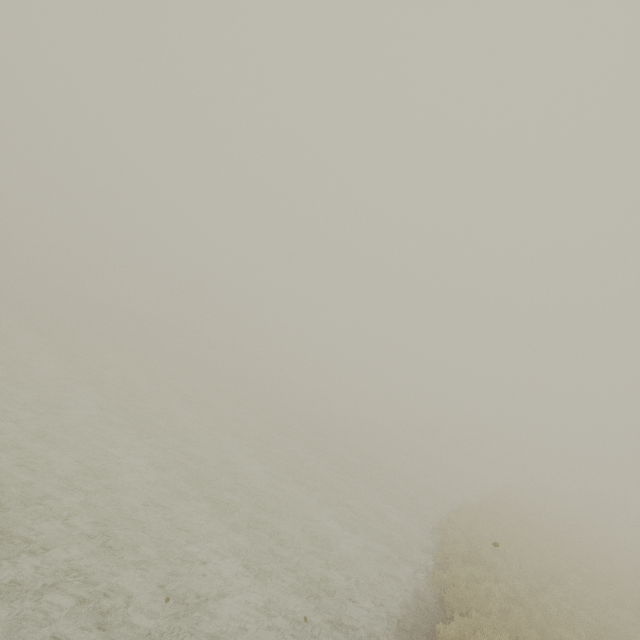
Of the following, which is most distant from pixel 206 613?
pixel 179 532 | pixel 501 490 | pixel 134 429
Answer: pixel 501 490
